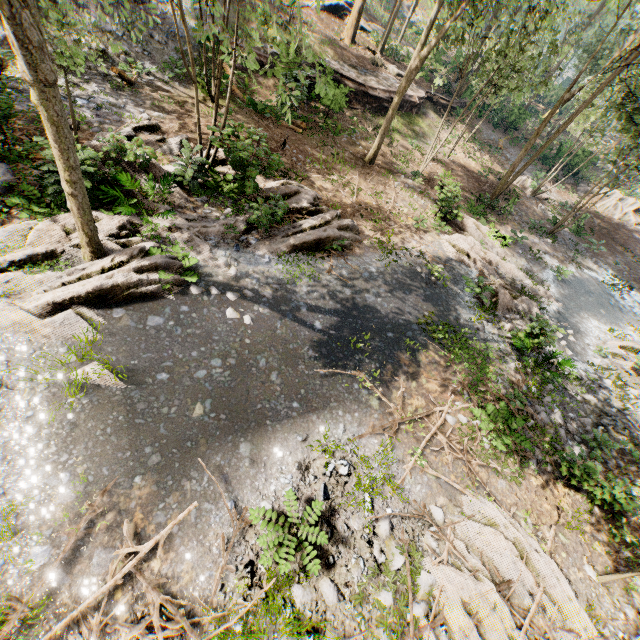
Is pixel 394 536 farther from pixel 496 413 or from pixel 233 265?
pixel 233 265

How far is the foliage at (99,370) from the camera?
6.7 meters

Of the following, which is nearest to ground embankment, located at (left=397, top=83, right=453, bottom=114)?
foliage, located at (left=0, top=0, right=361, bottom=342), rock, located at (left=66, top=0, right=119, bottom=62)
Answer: foliage, located at (left=0, top=0, right=361, bottom=342)

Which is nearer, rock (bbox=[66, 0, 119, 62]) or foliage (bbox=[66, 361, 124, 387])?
foliage (bbox=[66, 361, 124, 387])

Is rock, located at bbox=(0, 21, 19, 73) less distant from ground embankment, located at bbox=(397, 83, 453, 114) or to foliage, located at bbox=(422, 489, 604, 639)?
foliage, located at bbox=(422, 489, 604, 639)

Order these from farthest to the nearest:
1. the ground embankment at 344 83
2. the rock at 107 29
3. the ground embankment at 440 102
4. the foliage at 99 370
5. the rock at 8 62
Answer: the ground embankment at 440 102, the ground embankment at 344 83, the rock at 107 29, the rock at 8 62, the foliage at 99 370

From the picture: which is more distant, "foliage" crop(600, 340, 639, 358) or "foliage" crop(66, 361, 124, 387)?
"foliage" crop(600, 340, 639, 358)
